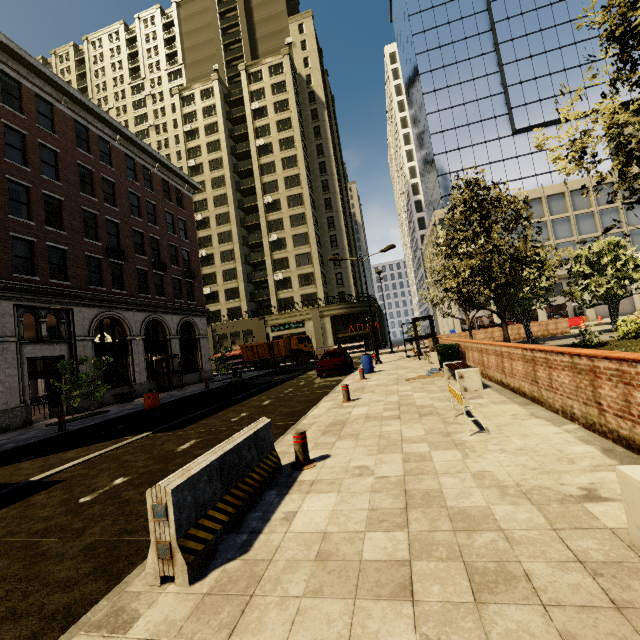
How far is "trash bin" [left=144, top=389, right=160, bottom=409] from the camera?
15.43m

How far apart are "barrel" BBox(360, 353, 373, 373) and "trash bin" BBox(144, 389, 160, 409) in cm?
1036

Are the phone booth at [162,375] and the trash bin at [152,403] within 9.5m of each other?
yes

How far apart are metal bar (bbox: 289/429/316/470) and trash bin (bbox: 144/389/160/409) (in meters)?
12.72

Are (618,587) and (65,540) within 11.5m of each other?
yes

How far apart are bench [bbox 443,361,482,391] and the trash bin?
13.3 meters

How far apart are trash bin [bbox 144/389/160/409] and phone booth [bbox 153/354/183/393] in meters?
8.0 m

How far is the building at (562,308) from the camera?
38.5m
